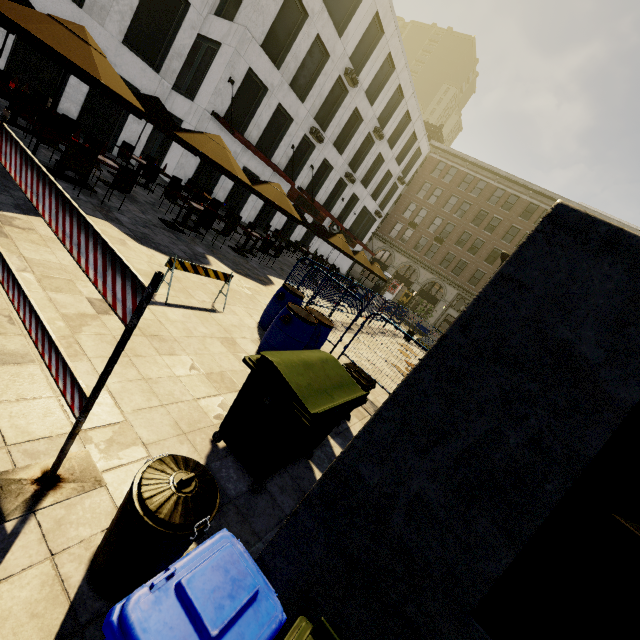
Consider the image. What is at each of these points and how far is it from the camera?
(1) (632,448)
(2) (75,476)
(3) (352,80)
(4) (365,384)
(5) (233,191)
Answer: (1) building, 30.9m
(2) traffic barrier, 2.2m
(3) air conditioner, 20.5m
(4) trash bin, 5.0m
(5) building, 20.2m

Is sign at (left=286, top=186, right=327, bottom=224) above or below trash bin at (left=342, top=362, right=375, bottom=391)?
above

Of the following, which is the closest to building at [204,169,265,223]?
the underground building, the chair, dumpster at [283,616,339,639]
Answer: the underground building

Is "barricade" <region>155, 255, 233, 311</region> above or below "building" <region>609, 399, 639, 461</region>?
below

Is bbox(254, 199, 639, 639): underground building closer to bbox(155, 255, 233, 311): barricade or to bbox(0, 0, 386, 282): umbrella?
bbox(155, 255, 233, 311): barricade

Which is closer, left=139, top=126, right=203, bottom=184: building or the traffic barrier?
the traffic barrier

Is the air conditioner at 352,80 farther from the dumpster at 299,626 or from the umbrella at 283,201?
the dumpster at 299,626

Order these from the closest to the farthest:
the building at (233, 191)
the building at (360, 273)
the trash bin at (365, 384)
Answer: the trash bin at (365, 384), the building at (233, 191), the building at (360, 273)
